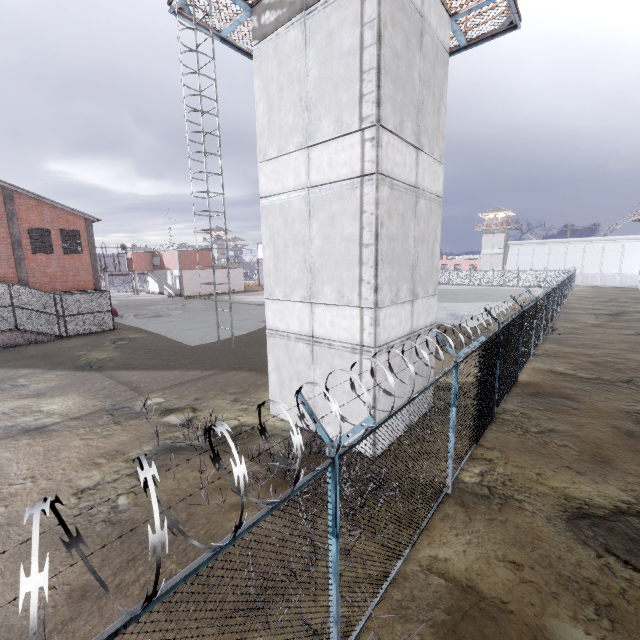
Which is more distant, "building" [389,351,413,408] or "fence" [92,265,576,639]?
"building" [389,351,413,408]

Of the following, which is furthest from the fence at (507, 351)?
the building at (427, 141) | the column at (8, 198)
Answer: the column at (8, 198)

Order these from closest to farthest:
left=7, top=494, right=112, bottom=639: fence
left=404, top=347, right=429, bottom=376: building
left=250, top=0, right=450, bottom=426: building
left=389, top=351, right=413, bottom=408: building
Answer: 1. left=7, top=494, right=112, bottom=639: fence
2. left=250, top=0, right=450, bottom=426: building
3. left=389, top=351, right=413, bottom=408: building
4. left=404, top=347, right=429, bottom=376: building

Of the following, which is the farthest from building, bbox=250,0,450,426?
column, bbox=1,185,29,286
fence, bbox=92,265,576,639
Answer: column, bbox=1,185,29,286

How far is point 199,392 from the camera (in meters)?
12.82

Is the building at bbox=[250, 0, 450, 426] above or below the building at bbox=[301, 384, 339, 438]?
above
